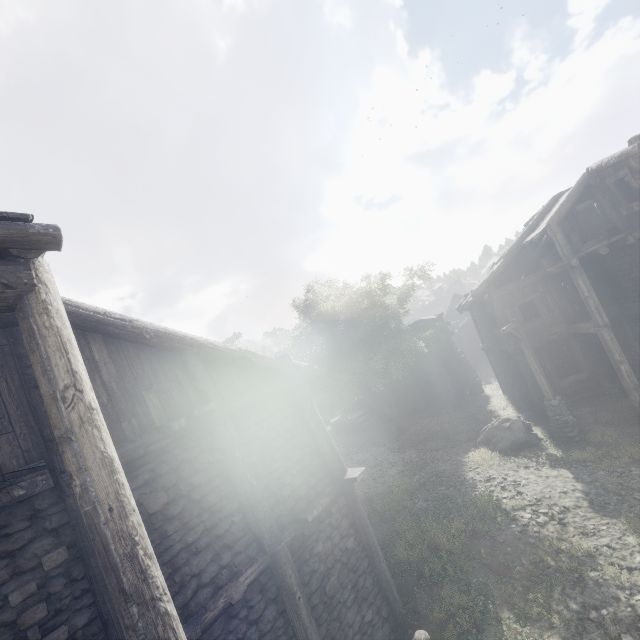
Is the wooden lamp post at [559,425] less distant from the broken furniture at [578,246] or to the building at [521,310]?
the building at [521,310]

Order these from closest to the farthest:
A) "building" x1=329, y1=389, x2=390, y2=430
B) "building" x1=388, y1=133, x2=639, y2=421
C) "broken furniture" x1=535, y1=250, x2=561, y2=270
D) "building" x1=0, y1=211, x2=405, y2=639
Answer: "building" x1=0, y1=211, x2=405, y2=639, "building" x1=388, y1=133, x2=639, y2=421, "broken furniture" x1=535, y1=250, x2=561, y2=270, "building" x1=329, y1=389, x2=390, y2=430

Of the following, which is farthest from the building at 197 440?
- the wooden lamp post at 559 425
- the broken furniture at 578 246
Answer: the wooden lamp post at 559 425

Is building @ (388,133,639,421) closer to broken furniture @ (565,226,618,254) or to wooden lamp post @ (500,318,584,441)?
broken furniture @ (565,226,618,254)

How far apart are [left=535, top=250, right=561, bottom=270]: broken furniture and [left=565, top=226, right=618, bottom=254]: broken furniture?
0.48m

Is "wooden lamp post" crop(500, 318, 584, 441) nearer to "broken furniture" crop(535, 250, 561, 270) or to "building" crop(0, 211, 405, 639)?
"building" crop(0, 211, 405, 639)

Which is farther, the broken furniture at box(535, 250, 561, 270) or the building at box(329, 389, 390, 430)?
the building at box(329, 389, 390, 430)

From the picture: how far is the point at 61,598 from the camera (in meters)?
4.19
